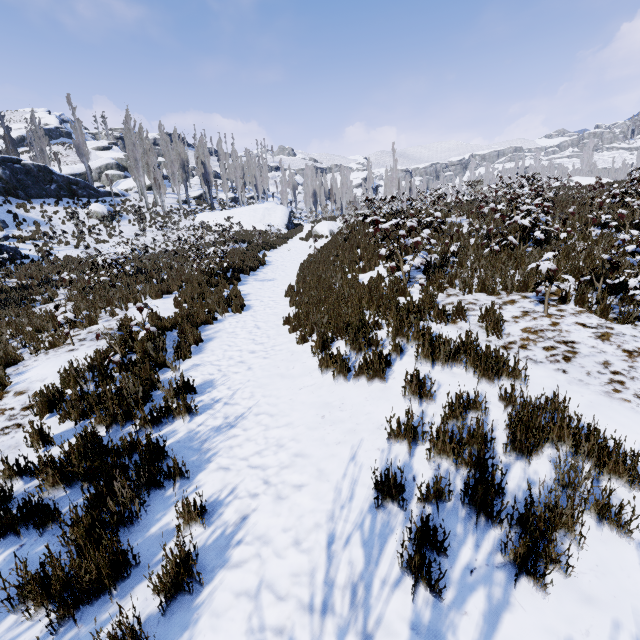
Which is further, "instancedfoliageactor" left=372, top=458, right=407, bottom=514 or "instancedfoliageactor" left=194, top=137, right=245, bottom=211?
"instancedfoliageactor" left=194, top=137, right=245, bottom=211

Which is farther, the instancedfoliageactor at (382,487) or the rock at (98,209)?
the rock at (98,209)

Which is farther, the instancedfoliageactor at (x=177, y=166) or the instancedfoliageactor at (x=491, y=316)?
the instancedfoliageactor at (x=177, y=166)

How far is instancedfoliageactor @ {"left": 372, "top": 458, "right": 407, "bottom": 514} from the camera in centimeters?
253cm

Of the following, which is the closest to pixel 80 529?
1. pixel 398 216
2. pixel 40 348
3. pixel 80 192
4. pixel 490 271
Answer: pixel 40 348

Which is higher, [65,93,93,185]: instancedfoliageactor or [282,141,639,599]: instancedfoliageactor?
[65,93,93,185]: instancedfoliageactor

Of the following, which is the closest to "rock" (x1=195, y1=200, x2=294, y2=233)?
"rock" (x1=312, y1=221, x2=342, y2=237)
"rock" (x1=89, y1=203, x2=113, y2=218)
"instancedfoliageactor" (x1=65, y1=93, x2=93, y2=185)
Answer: "instancedfoliageactor" (x1=65, y1=93, x2=93, y2=185)
